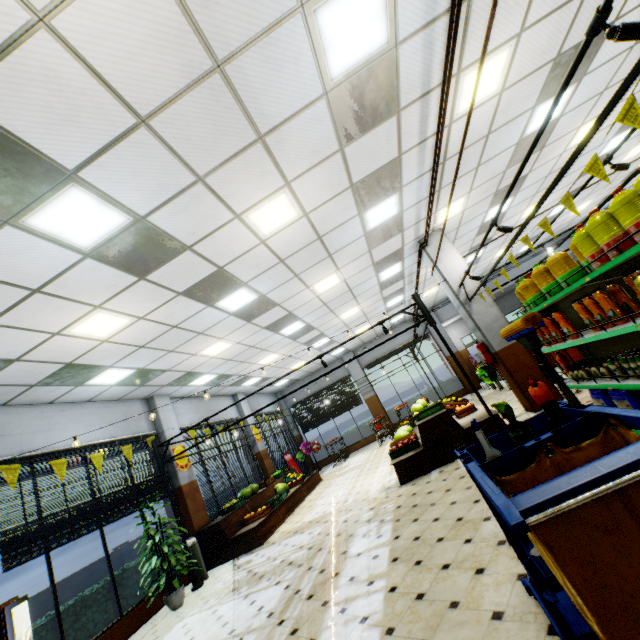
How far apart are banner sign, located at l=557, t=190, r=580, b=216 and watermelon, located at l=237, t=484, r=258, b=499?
10.6 meters

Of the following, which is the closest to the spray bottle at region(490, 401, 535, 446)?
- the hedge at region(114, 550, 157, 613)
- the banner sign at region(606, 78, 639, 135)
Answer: the banner sign at region(606, 78, 639, 135)

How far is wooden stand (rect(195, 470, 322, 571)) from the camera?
8.2m

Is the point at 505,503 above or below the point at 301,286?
below

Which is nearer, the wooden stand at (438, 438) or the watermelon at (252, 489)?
the wooden stand at (438, 438)

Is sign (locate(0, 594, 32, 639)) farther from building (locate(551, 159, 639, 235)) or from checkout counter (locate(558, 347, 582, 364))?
checkout counter (locate(558, 347, 582, 364))

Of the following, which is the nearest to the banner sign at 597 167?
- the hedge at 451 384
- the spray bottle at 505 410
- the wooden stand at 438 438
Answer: the spray bottle at 505 410

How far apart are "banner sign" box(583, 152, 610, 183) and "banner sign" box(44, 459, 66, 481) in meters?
9.5 m
